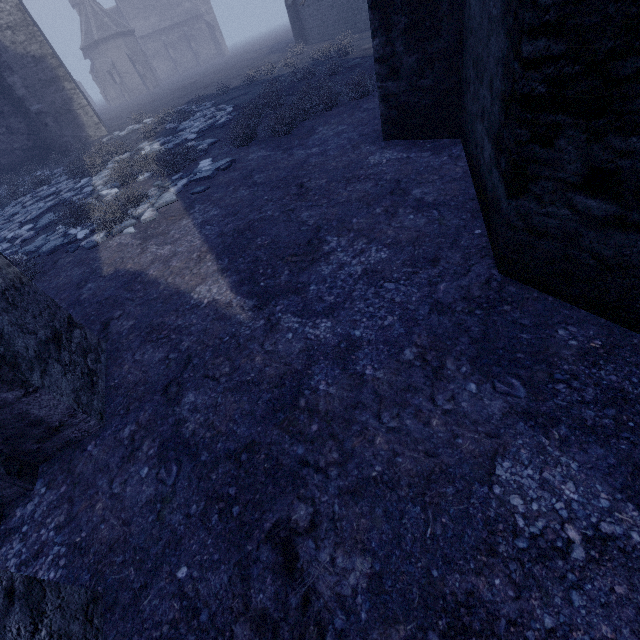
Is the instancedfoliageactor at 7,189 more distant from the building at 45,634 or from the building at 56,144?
the building at 56,144

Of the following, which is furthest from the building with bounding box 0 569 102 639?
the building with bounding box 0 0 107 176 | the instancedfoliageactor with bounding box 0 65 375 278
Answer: the building with bounding box 0 0 107 176

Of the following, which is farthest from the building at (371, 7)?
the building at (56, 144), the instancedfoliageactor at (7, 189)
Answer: the building at (56, 144)

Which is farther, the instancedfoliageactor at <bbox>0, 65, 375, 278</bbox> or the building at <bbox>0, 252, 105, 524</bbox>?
the instancedfoliageactor at <bbox>0, 65, 375, 278</bbox>

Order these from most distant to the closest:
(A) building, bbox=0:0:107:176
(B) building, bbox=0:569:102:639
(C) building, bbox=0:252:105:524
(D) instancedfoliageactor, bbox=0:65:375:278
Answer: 1. (A) building, bbox=0:0:107:176
2. (D) instancedfoliageactor, bbox=0:65:375:278
3. (C) building, bbox=0:252:105:524
4. (B) building, bbox=0:569:102:639

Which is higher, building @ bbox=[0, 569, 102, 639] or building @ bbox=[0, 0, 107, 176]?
building @ bbox=[0, 0, 107, 176]

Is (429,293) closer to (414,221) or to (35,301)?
(414,221)
